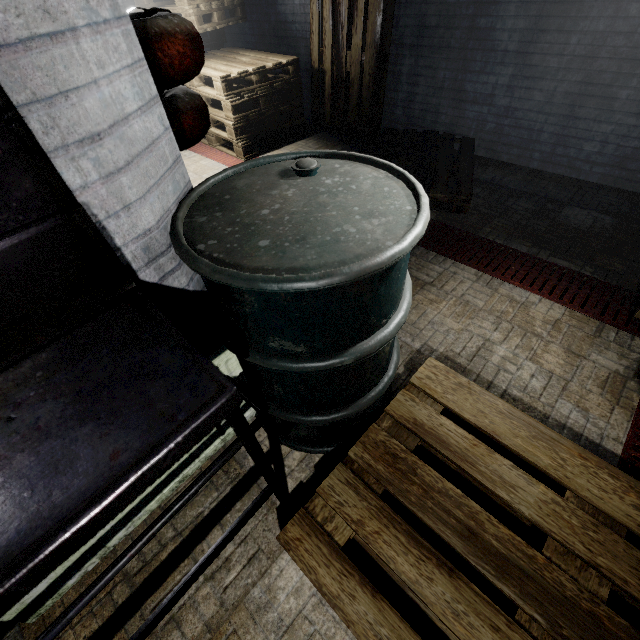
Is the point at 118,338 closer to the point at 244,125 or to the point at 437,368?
the point at 437,368

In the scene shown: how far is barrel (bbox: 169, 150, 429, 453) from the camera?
0.8 meters

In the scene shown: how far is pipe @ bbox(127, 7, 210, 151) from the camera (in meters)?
1.04

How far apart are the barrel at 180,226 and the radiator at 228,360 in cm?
2

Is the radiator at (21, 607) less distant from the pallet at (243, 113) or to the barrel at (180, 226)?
the barrel at (180, 226)

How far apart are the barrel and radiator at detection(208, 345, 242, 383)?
0.0 meters

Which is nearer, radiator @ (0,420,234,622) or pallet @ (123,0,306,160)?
radiator @ (0,420,234,622)

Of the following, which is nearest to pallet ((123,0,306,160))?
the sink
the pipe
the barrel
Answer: the pipe
